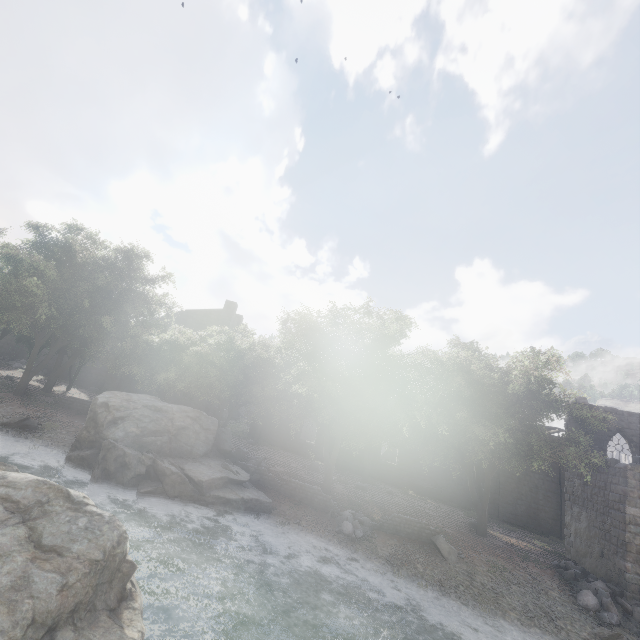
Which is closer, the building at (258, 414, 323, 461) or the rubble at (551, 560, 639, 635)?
the rubble at (551, 560, 639, 635)

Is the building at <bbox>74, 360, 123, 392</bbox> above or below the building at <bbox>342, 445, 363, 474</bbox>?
above

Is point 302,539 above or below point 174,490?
below

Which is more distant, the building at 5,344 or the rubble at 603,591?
the building at 5,344

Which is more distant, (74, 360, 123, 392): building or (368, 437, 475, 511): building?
(74, 360, 123, 392): building

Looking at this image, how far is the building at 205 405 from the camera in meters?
34.8

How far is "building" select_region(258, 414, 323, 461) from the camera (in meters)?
32.53

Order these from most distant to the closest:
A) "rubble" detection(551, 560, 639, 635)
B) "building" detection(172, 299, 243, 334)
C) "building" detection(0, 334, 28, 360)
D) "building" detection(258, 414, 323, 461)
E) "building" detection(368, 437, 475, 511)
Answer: "building" detection(172, 299, 243, 334) → "building" detection(0, 334, 28, 360) → "building" detection(258, 414, 323, 461) → "building" detection(368, 437, 475, 511) → "rubble" detection(551, 560, 639, 635)
